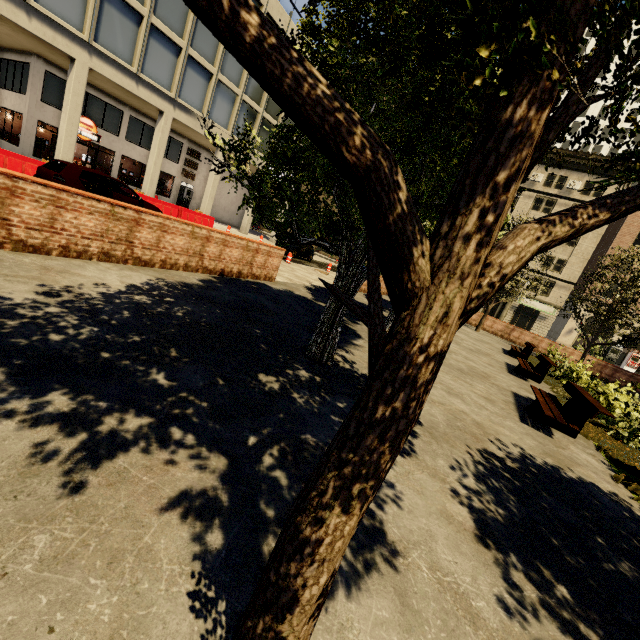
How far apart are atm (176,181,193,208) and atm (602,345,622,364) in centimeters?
4675cm

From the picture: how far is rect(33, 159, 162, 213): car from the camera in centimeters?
1014cm

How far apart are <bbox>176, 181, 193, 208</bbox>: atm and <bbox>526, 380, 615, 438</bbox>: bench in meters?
29.1

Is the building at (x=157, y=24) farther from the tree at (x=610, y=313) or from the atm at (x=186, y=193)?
the tree at (x=610, y=313)

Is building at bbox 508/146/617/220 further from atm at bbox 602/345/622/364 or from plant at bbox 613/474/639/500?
plant at bbox 613/474/639/500

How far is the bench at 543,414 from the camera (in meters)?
6.06

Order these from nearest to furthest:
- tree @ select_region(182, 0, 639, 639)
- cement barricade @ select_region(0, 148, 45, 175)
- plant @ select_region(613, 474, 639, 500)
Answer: tree @ select_region(182, 0, 639, 639), plant @ select_region(613, 474, 639, 500), cement barricade @ select_region(0, 148, 45, 175)

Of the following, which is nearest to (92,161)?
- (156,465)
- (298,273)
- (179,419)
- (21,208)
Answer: (298,273)
